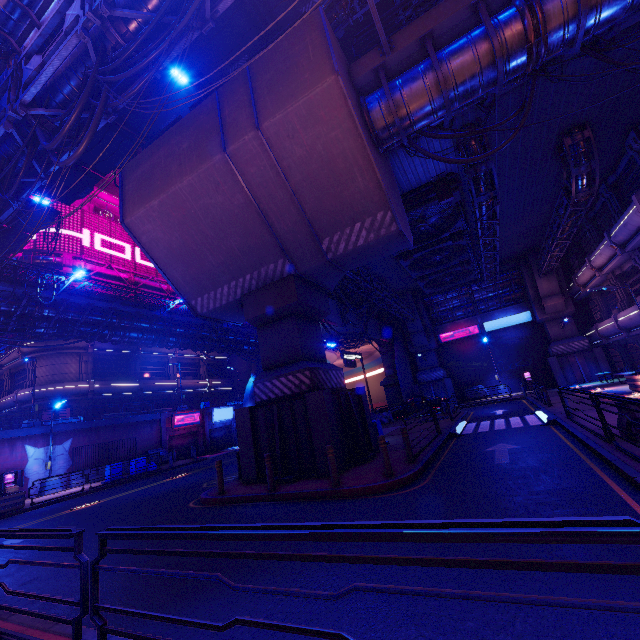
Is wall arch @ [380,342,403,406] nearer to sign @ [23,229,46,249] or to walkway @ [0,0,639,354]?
walkway @ [0,0,639,354]

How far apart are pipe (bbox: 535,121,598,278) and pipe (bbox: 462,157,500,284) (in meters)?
3.45

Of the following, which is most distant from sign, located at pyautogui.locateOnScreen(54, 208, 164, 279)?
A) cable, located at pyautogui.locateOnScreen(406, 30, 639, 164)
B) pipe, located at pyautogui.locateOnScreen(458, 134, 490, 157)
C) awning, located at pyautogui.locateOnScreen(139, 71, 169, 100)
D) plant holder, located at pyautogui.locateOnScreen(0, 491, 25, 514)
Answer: pipe, located at pyautogui.locateOnScreen(458, 134, 490, 157)

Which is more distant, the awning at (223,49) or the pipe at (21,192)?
the awning at (223,49)

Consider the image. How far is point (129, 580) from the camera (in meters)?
5.73

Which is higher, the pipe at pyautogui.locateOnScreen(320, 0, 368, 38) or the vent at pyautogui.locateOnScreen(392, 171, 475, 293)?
the pipe at pyautogui.locateOnScreen(320, 0, 368, 38)

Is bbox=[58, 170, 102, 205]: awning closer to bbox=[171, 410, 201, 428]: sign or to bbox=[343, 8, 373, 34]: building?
bbox=[171, 410, 201, 428]: sign

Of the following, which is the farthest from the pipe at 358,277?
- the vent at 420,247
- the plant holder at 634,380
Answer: the plant holder at 634,380
